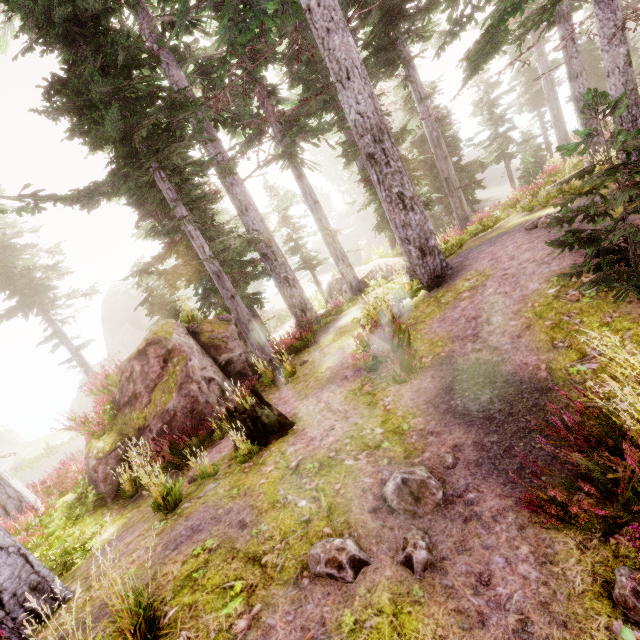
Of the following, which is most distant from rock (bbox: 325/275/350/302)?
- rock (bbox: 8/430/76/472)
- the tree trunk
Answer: rock (bbox: 8/430/76/472)

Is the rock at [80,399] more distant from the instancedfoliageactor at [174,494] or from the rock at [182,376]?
the rock at [182,376]

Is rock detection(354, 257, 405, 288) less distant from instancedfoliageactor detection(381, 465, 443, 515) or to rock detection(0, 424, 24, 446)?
instancedfoliageactor detection(381, 465, 443, 515)

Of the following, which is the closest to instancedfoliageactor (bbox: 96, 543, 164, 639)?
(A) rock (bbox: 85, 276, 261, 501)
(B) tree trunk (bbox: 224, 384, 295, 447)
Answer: (A) rock (bbox: 85, 276, 261, 501)

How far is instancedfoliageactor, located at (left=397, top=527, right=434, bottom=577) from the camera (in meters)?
3.27

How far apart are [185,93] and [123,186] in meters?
3.5

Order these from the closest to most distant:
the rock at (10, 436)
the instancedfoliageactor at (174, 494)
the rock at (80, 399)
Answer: the instancedfoliageactor at (174, 494)
the rock at (80, 399)
the rock at (10, 436)
